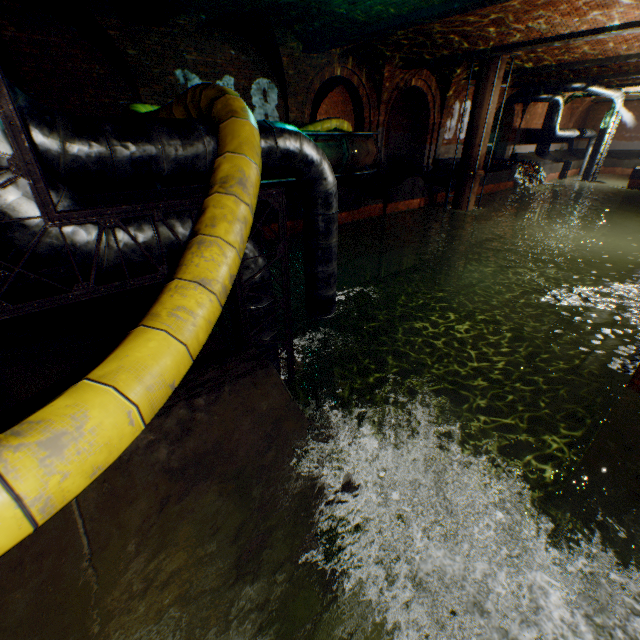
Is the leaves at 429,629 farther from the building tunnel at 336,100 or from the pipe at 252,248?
the building tunnel at 336,100

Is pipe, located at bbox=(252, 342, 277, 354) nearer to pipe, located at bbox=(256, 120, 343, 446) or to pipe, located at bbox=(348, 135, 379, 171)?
pipe, located at bbox=(256, 120, 343, 446)

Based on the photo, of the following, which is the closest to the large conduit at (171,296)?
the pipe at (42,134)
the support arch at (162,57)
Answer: the pipe at (42,134)

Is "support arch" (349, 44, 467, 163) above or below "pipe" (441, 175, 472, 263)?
above

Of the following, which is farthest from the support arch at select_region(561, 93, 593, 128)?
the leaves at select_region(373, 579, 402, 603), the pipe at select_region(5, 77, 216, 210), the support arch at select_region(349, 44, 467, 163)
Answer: the leaves at select_region(373, 579, 402, 603)

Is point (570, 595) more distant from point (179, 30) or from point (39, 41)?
point (39, 41)

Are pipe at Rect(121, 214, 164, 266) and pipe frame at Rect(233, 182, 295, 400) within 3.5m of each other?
yes

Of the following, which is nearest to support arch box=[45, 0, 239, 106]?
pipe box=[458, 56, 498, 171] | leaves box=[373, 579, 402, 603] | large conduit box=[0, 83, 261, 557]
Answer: large conduit box=[0, 83, 261, 557]
